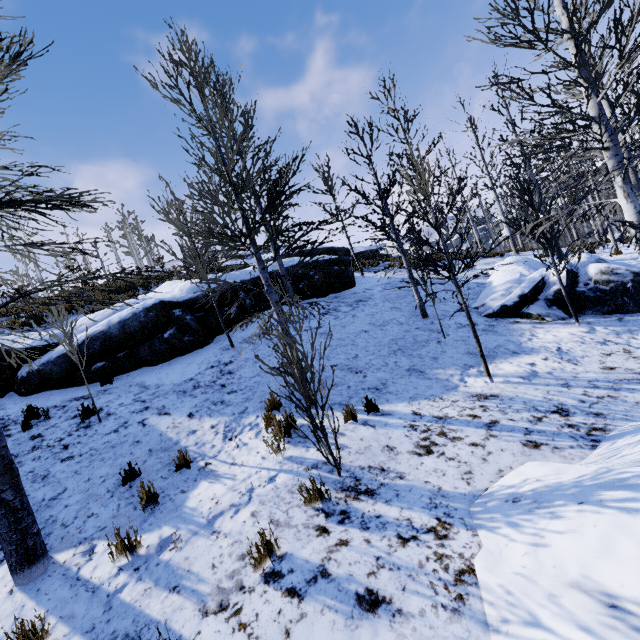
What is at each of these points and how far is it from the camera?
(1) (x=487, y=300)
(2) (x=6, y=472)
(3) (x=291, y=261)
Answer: →
(1) rock, 9.9 meters
(2) instancedfoliageactor, 3.6 meters
(3) rock, 13.3 meters

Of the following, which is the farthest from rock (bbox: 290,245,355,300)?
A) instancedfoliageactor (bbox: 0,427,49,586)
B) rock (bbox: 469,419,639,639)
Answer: rock (bbox: 469,419,639,639)

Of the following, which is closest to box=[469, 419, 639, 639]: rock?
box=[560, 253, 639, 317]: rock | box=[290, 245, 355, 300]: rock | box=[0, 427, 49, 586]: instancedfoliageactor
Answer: box=[0, 427, 49, 586]: instancedfoliageactor

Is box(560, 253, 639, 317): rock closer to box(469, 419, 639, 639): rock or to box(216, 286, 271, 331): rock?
box(469, 419, 639, 639): rock

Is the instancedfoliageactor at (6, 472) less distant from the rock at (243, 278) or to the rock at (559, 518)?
the rock at (559, 518)

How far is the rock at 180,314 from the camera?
8.5m

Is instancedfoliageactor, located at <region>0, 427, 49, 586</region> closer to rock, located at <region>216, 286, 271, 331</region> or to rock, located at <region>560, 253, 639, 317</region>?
rock, located at <region>216, 286, 271, 331</region>
